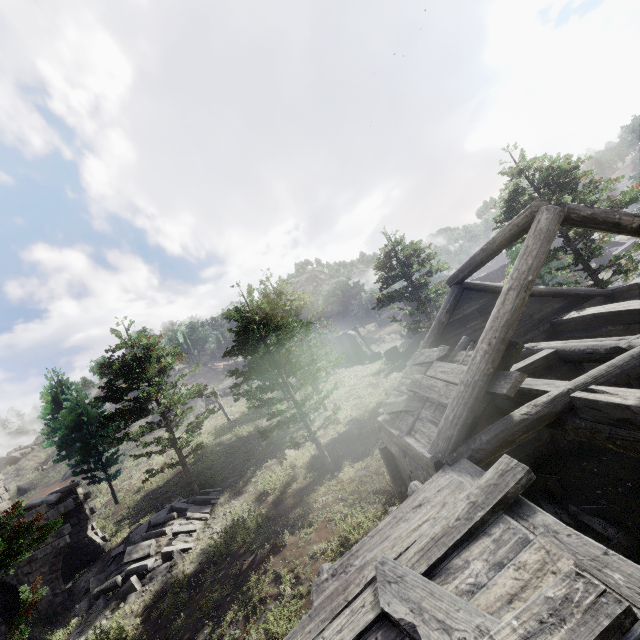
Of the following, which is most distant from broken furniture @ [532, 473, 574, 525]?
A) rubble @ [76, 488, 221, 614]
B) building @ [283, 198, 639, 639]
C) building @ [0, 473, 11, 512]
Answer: building @ [0, 473, 11, 512]

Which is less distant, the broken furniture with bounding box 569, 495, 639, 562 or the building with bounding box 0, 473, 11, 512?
the broken furniture with bounding box 569, 495, 639, 562

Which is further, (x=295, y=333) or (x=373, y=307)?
(x=295, y=333)

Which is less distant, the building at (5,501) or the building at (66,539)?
the building at (66,539)

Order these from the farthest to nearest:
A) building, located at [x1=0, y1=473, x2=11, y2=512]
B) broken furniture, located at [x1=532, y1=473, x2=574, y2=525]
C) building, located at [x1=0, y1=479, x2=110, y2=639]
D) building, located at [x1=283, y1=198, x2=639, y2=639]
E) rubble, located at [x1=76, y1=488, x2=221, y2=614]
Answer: building, located at [x1=0, y1=473, x2=11, y2=512] → building, located at [x1=0, y1=479, x2=110, y2=639] → rubble, located at [x1=76, y1=488, x2=221, y2=614] → broken furniture, located at [x1=532, y1=473, x2=574, y2=525] → building, located at [x1=283, y1=198, x2=639, y2=639]

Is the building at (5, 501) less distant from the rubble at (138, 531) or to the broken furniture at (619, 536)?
the rubble at (138, 531)

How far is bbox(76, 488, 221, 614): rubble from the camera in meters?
13.2

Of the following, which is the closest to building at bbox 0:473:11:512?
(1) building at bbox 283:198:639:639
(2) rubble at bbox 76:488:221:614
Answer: (2) rubble at bbox 76:488:221:614
